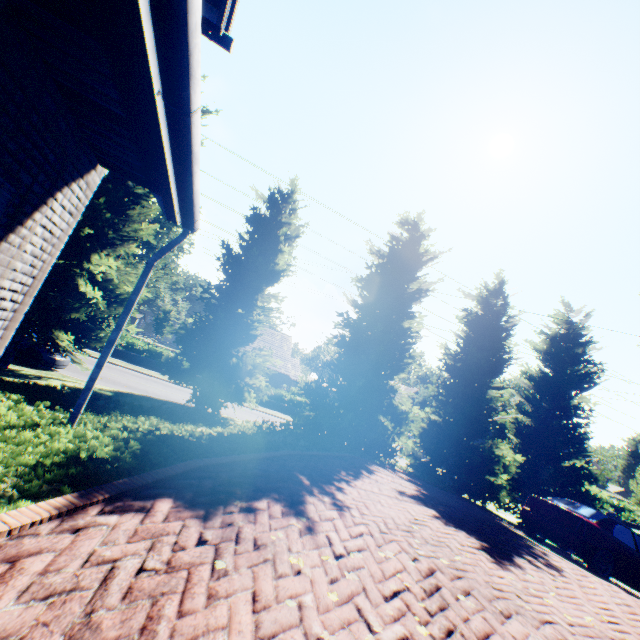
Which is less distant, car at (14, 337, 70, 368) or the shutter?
the shutter

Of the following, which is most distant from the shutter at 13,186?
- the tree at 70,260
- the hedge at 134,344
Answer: the hedge at 134,344

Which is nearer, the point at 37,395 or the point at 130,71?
the point at 130,71

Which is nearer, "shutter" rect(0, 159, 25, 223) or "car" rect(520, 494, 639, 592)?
"shutter" rect(0, 159, 25, 223)

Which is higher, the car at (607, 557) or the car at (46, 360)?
the car at (607, 557)

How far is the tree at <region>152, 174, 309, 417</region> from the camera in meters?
10.2 m

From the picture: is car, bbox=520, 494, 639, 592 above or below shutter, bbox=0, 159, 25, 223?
below

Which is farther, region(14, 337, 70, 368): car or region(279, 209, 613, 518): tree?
region(14, 337, 70, 368): car
